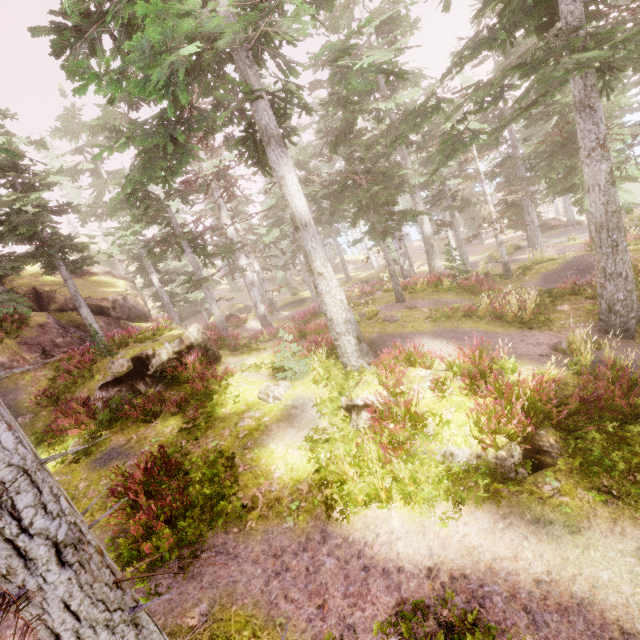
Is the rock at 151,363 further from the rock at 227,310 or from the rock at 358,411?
the rock at 358,411

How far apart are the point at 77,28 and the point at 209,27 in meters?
4.5 m

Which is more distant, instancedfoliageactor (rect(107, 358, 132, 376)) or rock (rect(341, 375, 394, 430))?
instancedfoliageactor (rect(107, 358, 132, 376))

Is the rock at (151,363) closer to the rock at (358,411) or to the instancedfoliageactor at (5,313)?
the instancedfoliageactor at (5,313)

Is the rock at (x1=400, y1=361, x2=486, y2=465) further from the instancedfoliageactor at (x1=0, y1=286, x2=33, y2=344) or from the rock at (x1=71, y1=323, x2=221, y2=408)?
the rock at (x1=71, y1=323, x2=221, y2=408)

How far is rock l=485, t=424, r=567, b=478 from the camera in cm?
622

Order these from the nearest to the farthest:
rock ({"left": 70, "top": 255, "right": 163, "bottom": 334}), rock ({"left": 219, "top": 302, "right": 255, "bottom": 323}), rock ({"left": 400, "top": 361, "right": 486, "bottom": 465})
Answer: rock ({"left": 400, "top": 361, "right": 486, "bottom": 465}) → rock ({"left": 70, "top": 255, "right": 163, "bottom": 334}) → rock ({"left": 219, "top": 302, "right": 255, "bottom": 323})

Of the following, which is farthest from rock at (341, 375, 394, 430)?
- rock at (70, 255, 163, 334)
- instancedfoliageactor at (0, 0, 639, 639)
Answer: rock at (70, 255, 163, 334)
